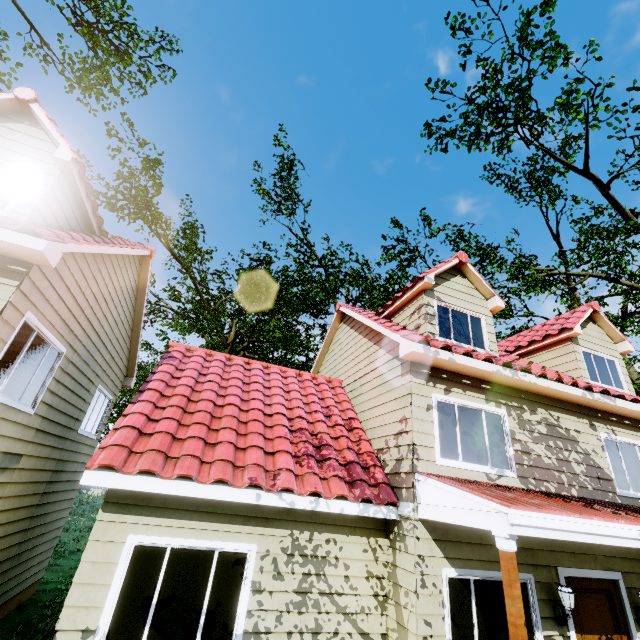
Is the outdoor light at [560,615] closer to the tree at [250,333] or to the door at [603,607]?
the door at [603,607]

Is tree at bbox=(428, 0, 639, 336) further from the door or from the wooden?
the wooden

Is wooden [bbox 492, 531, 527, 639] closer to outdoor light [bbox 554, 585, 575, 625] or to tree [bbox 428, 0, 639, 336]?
outdoor light [bbox 554, 585, 575, 625]

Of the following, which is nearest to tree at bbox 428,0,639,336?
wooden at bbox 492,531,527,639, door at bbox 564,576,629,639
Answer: door at bbox 564,576,629,639

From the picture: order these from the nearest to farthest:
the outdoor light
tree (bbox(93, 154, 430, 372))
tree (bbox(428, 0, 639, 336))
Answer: the outdoor light → tree (bbox(428, 0, 639, 336)) → tree (bbox(93, 154, 430, 372))

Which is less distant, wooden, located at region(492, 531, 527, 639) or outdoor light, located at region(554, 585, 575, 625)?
wooden, located at region(492, 531, 527, 639)

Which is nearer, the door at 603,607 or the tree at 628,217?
the door at 603,607

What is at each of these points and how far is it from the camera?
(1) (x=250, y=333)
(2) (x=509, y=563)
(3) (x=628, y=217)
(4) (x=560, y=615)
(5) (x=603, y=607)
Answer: (1) tree, 19.81m
(2) wooden, 3.92m
(3) tree, 13.41m
(4) outdoor light, 5.67m
(5) door, 6.21m
